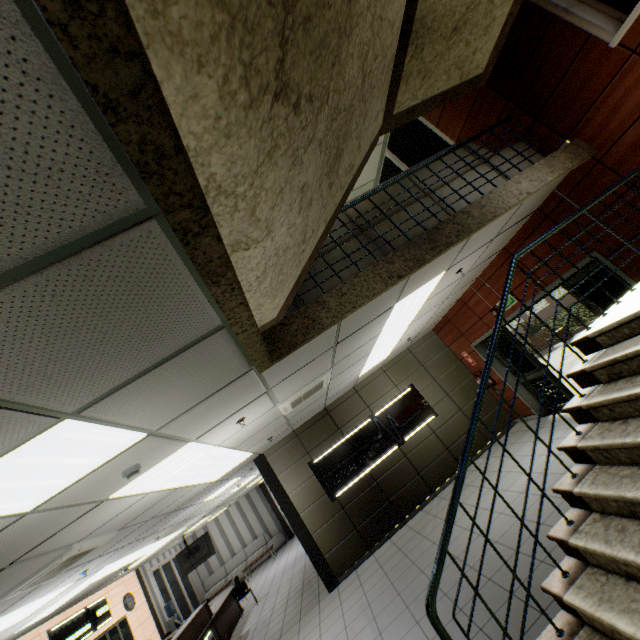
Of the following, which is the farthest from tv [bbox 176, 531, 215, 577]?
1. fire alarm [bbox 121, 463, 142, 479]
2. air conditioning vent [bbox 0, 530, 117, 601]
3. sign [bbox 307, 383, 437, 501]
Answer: fire alarm [bbox 121, 463, 142, 479]

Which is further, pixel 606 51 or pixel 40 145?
pixel 606 51

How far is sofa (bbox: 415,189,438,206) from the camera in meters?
4.1 m

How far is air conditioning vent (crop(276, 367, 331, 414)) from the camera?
4.9m

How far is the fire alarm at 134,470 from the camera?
3.00m

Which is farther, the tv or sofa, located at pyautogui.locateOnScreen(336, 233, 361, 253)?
the tv

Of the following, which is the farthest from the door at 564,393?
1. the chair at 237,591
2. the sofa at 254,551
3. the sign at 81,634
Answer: the sofa at 254,551

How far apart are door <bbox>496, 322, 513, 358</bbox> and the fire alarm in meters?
6.5 m
